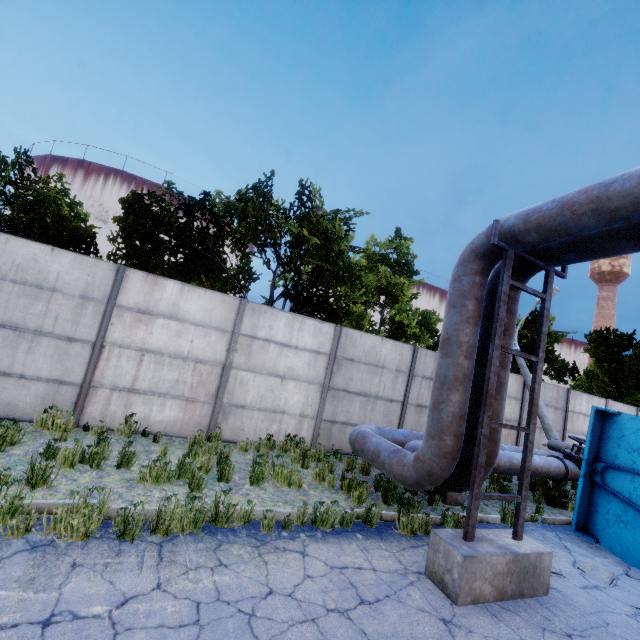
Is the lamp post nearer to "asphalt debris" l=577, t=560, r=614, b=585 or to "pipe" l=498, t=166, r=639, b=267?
"pipe" l=498, t=166, r=639, b=267

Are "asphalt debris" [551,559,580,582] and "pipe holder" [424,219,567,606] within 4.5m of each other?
yes

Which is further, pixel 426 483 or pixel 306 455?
pixel 306 455

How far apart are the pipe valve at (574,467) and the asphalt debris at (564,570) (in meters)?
3.76

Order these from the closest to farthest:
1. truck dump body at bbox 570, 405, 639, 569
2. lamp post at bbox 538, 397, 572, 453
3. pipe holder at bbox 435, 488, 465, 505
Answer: truck dump body at bbox 570, 405, 639, 569 → pipe holder at bbox 435, 488, 465, 505 → lamp post at bbox 538, 397, 572, 453

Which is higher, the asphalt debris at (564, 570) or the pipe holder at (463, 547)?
the pipe holder at (463, 547)

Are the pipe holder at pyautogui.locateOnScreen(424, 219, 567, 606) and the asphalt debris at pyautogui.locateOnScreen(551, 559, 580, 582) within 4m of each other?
yes

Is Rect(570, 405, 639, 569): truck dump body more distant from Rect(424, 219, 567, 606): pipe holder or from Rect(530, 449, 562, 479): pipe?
Rect(424, 219, 567, 606): pipe holder
